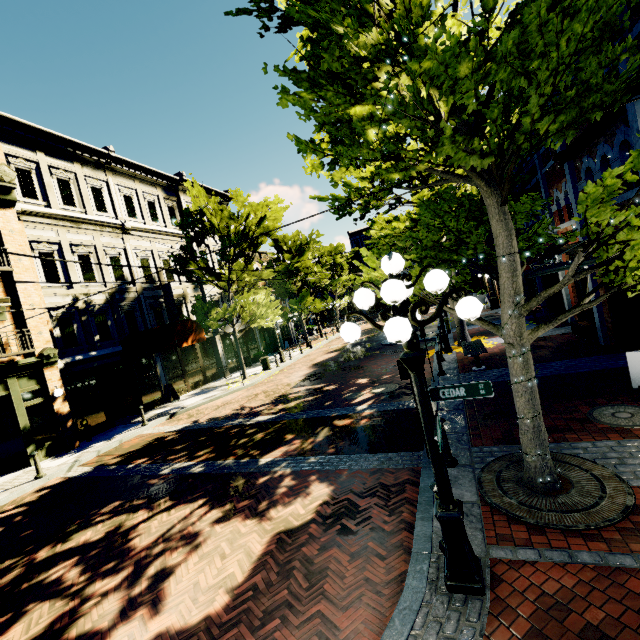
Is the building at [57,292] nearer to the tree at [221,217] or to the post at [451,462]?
the tree at [221,217]

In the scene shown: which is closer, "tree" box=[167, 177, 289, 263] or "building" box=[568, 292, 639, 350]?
"building" box=[568, 292, 639, 350]

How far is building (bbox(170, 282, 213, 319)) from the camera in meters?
A: 20.6 m

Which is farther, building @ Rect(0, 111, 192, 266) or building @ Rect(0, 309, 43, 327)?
building @ Rect(0, 111, 192, 266)

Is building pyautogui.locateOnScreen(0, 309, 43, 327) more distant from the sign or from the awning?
the sign

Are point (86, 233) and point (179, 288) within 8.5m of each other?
yes

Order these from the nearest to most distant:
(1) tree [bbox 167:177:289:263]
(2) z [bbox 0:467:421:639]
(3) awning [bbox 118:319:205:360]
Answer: (2) z [bbox 0:467:421:639], (3) awning [bbox 118:319:205:360], (1) tree [bbox 167:177:289:263]

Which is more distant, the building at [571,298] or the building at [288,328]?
the building at [288,328]
